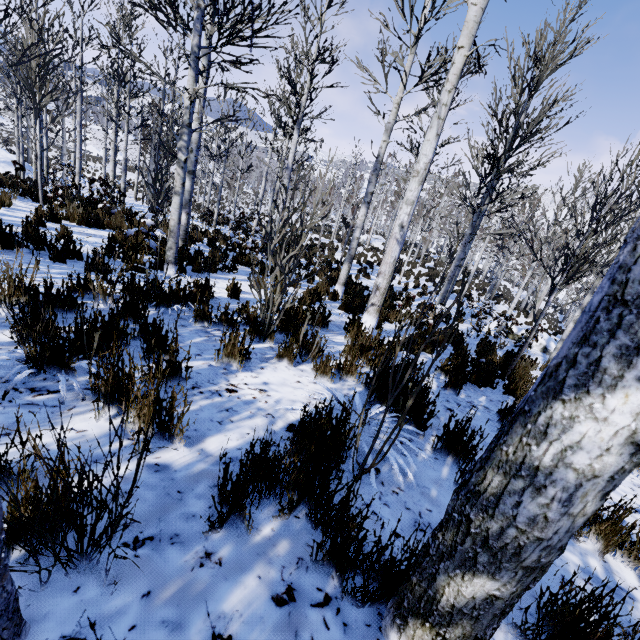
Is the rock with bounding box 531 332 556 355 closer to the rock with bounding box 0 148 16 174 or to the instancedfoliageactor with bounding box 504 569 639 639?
the instancedfoliageactor with bounding box 504 569 639 639

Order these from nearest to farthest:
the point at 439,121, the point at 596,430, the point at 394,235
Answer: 1. the point at 596,430
2. the point at 439,121
3. the point at 394,235

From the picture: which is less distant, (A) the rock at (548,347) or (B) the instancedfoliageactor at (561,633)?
(B) the instancedfoliageactor at (561,633)

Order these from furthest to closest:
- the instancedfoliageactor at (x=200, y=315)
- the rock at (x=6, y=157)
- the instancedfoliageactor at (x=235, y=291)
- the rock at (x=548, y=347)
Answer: the rock at (x=6, y=157)
the rock at (x=548, y=347)
the instancedfoliageactor at (x=235, y=291)
the instancedfoliageactor at (x=200, y=315)

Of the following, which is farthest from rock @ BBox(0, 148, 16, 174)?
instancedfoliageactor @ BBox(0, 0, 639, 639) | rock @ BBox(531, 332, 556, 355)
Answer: rock @ BBox(531, 332, 556, 355)
